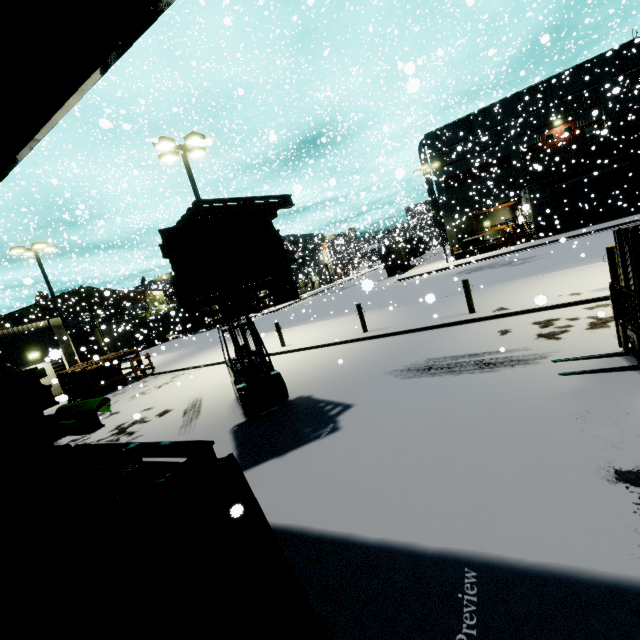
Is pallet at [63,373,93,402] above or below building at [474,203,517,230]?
below

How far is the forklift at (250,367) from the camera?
7.6 meters

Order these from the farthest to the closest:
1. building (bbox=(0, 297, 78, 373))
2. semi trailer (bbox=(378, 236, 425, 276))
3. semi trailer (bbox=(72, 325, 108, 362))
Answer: semi trailer (bbox=(378, 236, 425, 276))
semi trailer (bbox=(72, 325, 108, 362))
building (bbox=(0, 297, 78, 373))

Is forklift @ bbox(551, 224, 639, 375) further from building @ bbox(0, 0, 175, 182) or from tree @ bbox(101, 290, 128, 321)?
tree @ bbox(101, 290, 128, 321)

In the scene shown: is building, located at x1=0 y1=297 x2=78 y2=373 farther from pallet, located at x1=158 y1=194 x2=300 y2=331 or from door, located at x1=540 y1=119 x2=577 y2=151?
pallet, located at x1=158 y1=194 x2=300 y2=331

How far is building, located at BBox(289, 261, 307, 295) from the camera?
55.2 meters

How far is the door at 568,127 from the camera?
32.3m

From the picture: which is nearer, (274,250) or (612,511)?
(612,511)
